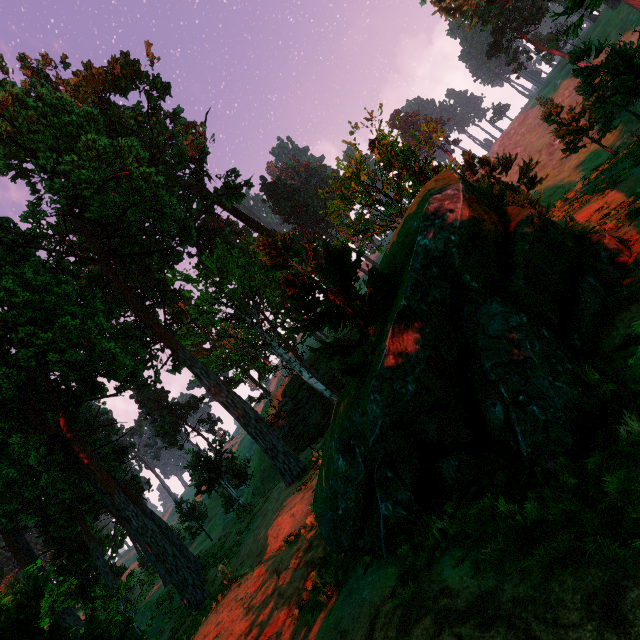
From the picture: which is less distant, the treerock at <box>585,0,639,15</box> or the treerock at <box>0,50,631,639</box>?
the treerock at <box>0,50,631,639</box>

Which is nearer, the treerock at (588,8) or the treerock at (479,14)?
the treerock at (588,8)

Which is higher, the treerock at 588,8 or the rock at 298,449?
the treerock at 588,8

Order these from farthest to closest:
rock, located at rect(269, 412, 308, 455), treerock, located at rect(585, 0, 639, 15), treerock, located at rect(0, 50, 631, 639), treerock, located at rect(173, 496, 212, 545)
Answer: treerock, located at rect(173, 496, 212, 545) < rock, located at rect(269, 412, 308, 455) < treerock, located at rect(585, 0, 639, 15) < treerock, located at rect(0, 50, 631, 639)

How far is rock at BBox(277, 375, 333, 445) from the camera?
34.9 meters

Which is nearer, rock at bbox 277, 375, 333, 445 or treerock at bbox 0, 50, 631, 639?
treerock at bbox 0, 50, 631, 639

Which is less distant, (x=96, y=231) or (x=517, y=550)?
(x=517, y=550)
